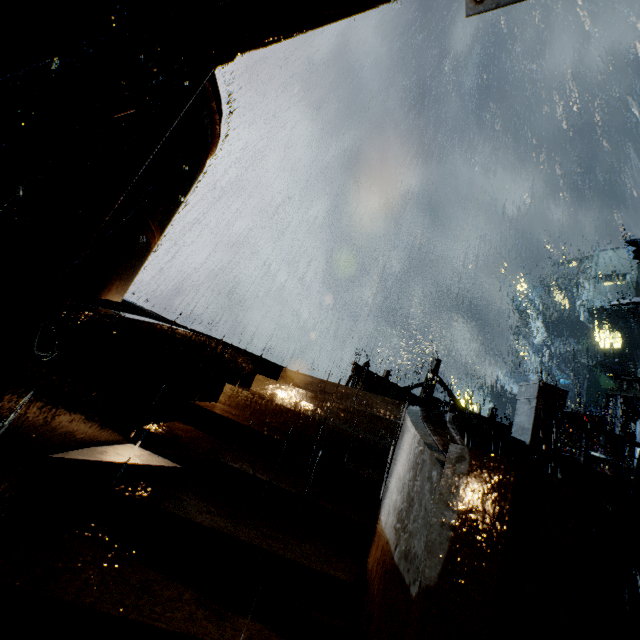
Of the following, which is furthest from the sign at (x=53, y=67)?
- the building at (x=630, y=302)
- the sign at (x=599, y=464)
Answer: Result: the building at (x=630, y=302)

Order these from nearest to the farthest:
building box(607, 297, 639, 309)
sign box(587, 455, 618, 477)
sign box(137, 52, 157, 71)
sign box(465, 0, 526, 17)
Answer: sign box(465, 0, 526, 17), sign box(137, 52, 157, 71), sign box(587, 455, 618, 477), building box(607, 297, 639, 309)

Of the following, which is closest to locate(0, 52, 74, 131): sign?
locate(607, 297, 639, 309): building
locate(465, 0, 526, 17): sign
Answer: locate(465, 0, 526, 17): sign

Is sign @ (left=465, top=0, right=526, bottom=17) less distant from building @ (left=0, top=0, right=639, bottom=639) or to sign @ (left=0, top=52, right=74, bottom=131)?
building @ (left=0, top=0, right=639, bottom=639)

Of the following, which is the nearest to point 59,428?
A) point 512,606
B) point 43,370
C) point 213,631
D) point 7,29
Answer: point 43,370

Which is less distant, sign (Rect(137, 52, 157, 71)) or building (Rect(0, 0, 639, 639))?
building (Rect(0, 0, 639, 639))

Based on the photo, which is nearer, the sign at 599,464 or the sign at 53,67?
the sign at 53,67

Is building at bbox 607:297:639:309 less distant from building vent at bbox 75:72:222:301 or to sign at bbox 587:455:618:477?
sign at bbox 587:455:618:477
